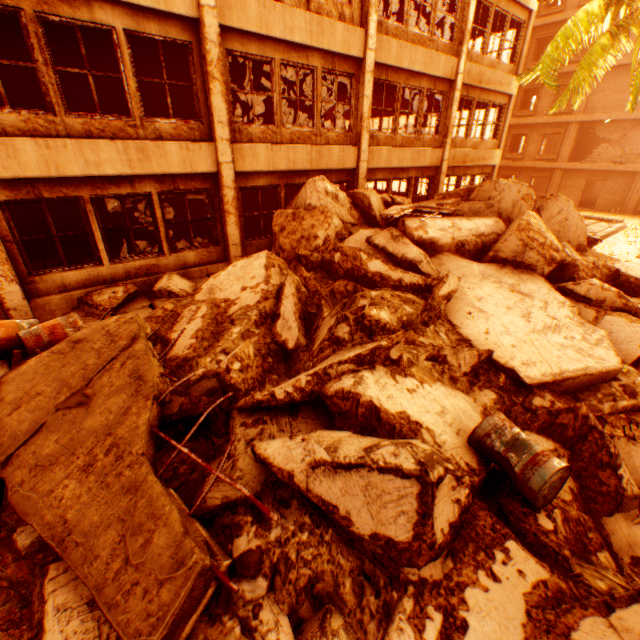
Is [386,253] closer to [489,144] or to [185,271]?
[185,271]

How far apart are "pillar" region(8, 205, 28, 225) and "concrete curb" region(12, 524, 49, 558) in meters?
14.9 m

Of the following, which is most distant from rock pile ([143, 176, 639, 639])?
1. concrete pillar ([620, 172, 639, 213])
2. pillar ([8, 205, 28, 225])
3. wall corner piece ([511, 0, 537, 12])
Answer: pillar ([8, 205, 28, 225])

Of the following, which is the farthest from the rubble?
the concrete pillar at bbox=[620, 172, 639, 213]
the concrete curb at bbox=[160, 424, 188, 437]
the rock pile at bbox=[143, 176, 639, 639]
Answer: the concrete curb at bbox=[160, 424, 188, 437]

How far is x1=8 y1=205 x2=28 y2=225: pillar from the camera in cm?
1322

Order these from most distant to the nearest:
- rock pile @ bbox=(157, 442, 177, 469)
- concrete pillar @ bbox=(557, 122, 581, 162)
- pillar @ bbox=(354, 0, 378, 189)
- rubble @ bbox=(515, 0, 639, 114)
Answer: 1. concrete pillar @ bbox=(557, 122, 581, 162)
2. rubble @ bbox=(515, 0, 639, 114)
3. pillar @ bbox=(354, 0, 378, 189)
4. rock pile @ bbox=(157, 442, 177, 469)

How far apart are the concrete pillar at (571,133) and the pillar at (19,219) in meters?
33.8 m

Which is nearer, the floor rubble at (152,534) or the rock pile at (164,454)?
the floor rubble at (152,534)
